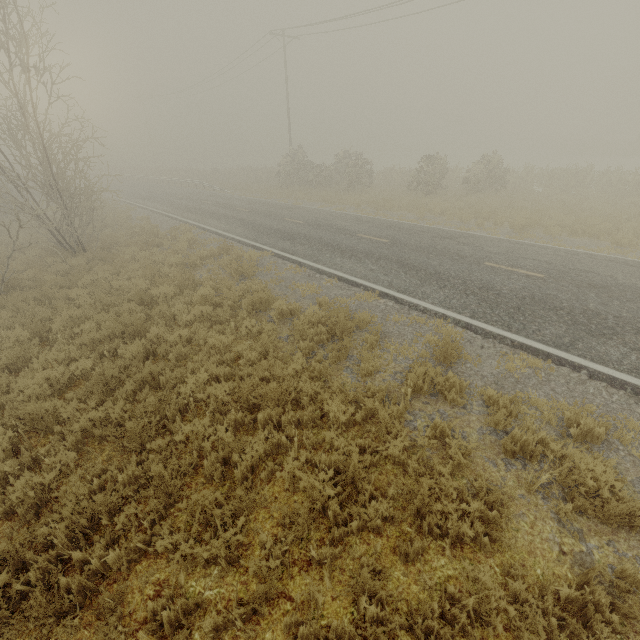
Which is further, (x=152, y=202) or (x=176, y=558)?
(x=152, y=202)
